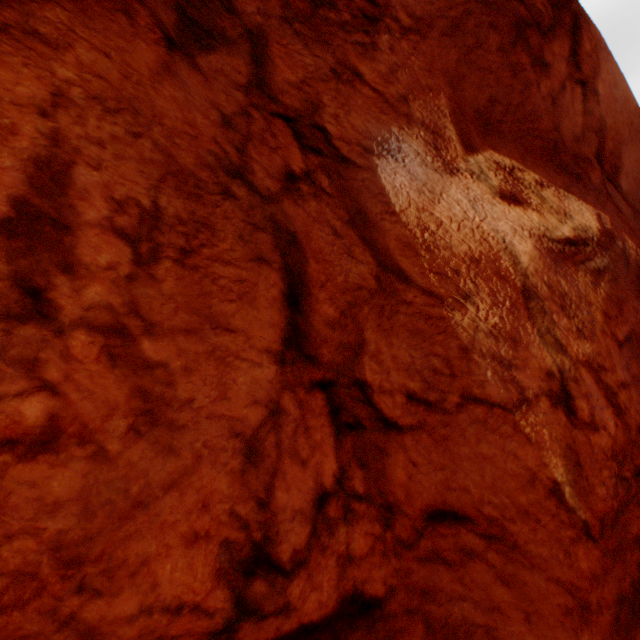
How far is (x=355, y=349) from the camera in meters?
2.5 m
